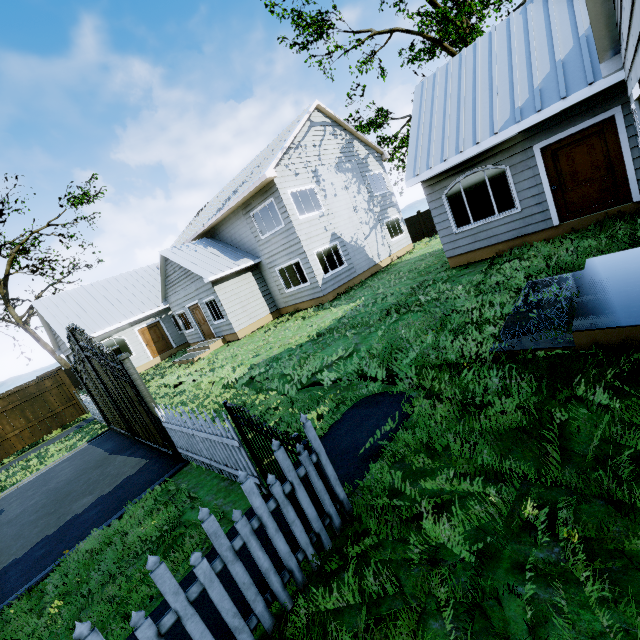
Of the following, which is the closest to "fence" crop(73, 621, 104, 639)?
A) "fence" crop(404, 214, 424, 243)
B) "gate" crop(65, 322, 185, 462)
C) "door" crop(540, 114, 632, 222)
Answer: "gate" crop(65, 322, 185, 462)

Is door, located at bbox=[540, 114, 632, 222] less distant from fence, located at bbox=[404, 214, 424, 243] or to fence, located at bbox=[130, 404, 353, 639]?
fence, located at bbox=[130, 404, 353, 639]

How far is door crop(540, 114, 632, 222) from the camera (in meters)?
7.76

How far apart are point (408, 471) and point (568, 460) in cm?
147

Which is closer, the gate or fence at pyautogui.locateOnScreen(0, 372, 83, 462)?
the gate

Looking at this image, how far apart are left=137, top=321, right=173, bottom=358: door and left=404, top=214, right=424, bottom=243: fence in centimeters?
1963cm

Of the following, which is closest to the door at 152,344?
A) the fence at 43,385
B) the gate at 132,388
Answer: the fence at 43,385

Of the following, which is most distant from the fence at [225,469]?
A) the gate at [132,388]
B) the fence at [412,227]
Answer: the fence at [412,227]
